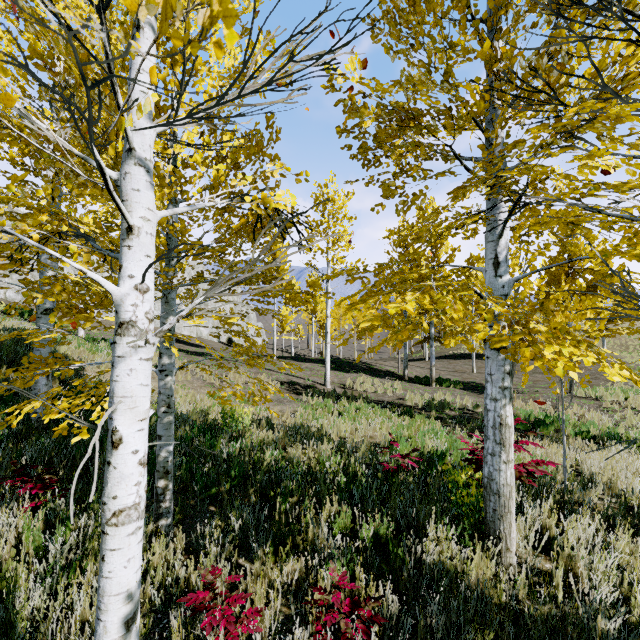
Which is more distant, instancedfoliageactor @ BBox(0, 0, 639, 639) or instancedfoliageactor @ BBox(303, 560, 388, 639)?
instancedfoliageactor @ BBox(303, 560, 388, 639)

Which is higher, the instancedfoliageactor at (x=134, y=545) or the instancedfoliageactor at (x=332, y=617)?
the instancedfoliageactor at (x=134, y=545)

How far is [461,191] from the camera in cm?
219

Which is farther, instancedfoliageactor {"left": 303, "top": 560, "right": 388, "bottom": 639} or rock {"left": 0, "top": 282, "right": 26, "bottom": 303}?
rock {"left": 0, "top": 282, "right": 26, "bottom": 303}

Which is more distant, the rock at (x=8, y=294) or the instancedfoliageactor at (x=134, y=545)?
the rock at (x=8, y=294)

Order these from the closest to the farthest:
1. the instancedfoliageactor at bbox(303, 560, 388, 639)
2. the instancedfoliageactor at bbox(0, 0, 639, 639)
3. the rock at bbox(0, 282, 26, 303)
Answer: the instancedfoliageactor at bbox(0, 0, 639, 639) < the instancedfoliageactor at bbox(303, 560, 388, 639) < the rock at bbox(0, 282, 26, 303)

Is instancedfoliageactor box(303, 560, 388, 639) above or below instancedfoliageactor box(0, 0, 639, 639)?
below
